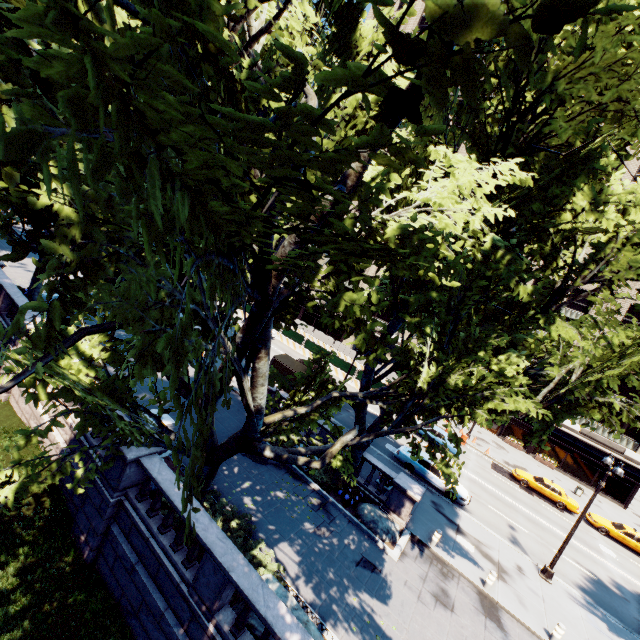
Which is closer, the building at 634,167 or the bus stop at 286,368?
the bus stop at 286,368

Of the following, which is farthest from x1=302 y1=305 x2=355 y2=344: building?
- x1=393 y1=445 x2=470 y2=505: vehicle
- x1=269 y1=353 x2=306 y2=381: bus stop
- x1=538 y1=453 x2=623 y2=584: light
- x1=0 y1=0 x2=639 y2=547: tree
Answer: x1=269 y1=353 x2=306 y2=381: bus stop

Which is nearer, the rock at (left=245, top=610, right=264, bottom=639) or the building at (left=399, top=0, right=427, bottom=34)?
the rock at (left=245, top=610, right=264, bottom=639)

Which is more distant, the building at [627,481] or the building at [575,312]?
the building at [575,312]

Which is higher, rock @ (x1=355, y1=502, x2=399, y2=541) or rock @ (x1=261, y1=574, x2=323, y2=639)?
rock @ (x1=261, y1=574, x2=323, y2=639)

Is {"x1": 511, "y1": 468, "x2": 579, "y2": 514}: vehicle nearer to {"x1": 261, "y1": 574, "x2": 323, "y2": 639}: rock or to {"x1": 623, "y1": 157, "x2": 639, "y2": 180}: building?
{"x1": 623, "y1": 157, "x2": 639, "y2": 180}: building

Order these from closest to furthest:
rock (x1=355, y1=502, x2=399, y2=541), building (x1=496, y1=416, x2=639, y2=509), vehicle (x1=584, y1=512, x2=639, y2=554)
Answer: rock (x1=355, y1=502, x2=399, y2=541) → vehicle (x1=584, y1=512, x2=639, y2=554) → building (x1=496, y1=416, x2=639, y2=509)

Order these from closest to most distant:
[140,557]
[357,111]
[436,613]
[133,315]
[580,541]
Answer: [133,315]
[357,111]
[140,557]
[436,613]
[580,541]
